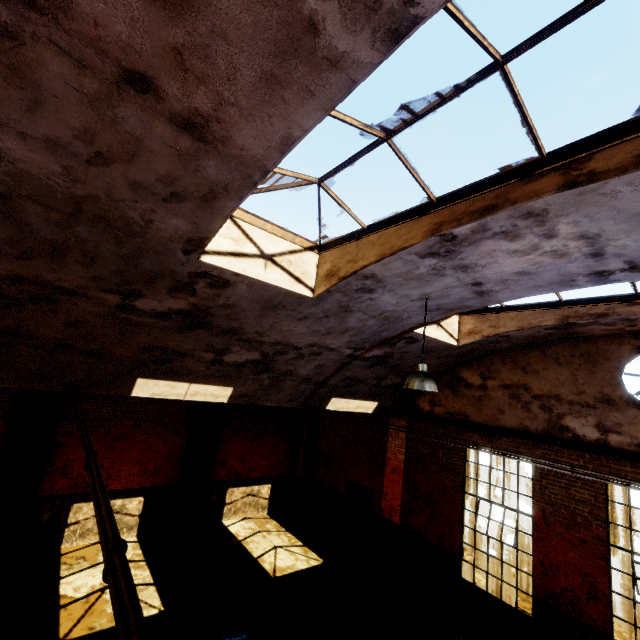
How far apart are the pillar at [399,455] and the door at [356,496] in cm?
37

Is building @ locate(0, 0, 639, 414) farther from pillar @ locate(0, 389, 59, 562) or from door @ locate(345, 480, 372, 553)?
pillar @ locate(0, 389, 59, 562)

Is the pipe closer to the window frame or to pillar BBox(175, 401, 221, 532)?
the window frame

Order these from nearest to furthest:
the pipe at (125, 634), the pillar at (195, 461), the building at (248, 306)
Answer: the pipe at (125, 634)
the building at (248, 306)
the pillar at (195, 461)

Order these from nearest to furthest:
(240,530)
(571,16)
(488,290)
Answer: (571,16) → (488,290) → (240,530)

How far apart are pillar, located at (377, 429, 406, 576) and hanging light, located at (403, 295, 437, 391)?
6.0m

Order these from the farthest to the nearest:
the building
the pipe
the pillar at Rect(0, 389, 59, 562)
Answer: the pillar at Rect(0, 389, 59, 562) → the building → the pipe

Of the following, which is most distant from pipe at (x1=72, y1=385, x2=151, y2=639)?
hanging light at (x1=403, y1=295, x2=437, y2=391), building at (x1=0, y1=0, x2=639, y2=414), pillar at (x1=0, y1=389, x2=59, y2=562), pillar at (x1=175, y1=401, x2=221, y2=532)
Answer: pillar at (x1=175, y1=401, x2=221, y2=532)
